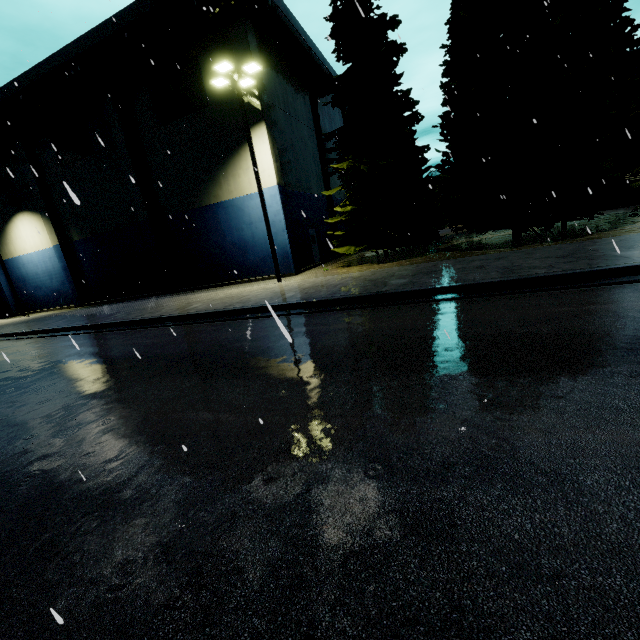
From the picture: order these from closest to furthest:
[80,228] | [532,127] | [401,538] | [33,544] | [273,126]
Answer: [401,538] → [33,544] → [532,127] → [273,126] → [80,228]

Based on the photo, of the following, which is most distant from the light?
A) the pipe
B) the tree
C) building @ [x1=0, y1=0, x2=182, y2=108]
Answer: building @ [x1=0, y1=0, x2=182, y2=108]

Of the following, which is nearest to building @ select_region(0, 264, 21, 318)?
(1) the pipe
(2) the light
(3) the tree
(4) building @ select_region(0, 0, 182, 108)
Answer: (1) the pipe

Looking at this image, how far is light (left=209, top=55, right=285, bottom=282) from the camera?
14.01m

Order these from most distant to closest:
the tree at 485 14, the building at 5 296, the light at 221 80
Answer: the building at 5 296 → the light at 221 80 → the tree at 485 14

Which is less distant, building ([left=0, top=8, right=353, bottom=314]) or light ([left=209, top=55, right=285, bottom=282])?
light ([left=209, top=55, right=285, bottom=282])

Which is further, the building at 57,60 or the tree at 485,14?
the building at 57,60
